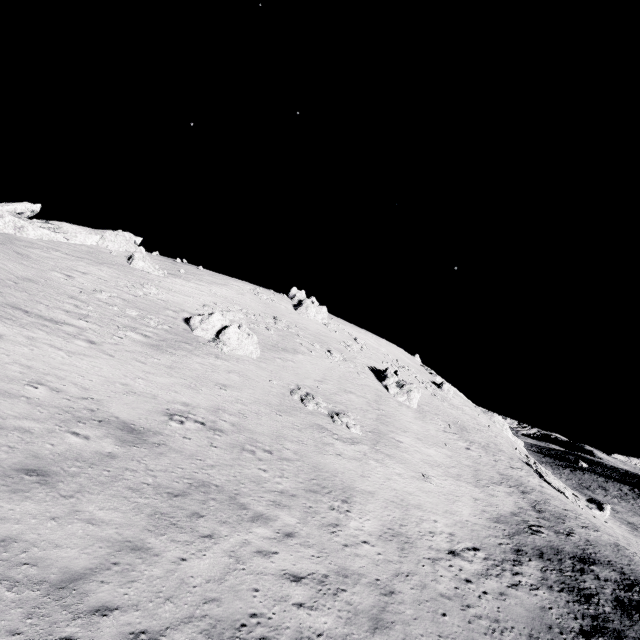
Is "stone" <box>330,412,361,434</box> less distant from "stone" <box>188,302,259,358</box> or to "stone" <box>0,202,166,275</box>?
"stone" <box>188,302,259,358</box>

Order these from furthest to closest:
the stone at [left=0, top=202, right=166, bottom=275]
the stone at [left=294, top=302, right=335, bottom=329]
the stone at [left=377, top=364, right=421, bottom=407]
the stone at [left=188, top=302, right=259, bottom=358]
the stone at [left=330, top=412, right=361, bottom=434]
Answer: the stone at [left=294, top=302, right=335, bottom=329] → the stone at [left=377, top=364, right=421, bottom=407] → the stone at [left=0, top=202, right=166, bottom=275] → the stone at [left=188, top=302, right=259, bottom=358] → the stone at [left=330, top=412, right=361, bottom=434]

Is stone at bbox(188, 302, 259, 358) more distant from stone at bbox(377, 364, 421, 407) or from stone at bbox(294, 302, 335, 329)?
stone at bbox(294, 302, 335, 329)

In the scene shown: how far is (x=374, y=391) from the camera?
39.81m

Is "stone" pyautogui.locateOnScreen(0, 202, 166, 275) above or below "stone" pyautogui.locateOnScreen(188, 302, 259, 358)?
above

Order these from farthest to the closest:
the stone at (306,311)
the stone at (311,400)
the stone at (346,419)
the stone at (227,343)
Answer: the stone at (306,311)
the stone at (227,343)
the stone at (311,400)
the stone at (346,419)

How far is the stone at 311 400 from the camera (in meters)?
26.76

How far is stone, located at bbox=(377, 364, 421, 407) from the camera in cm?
4209
